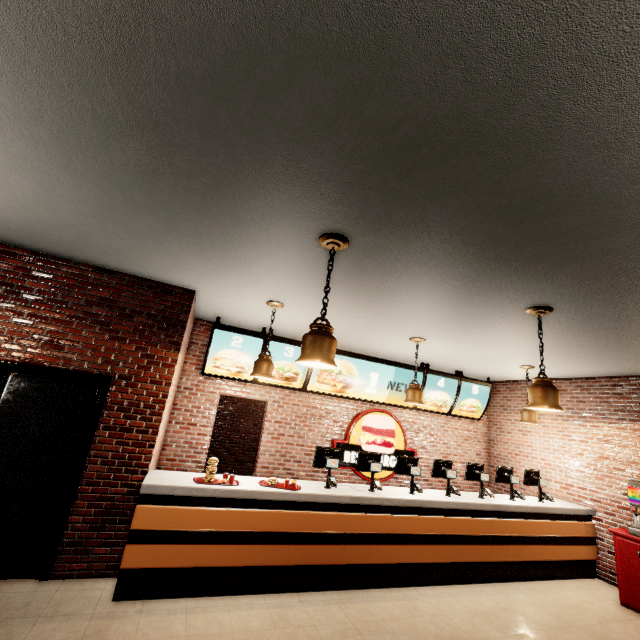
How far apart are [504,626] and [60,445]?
5.6 meters
